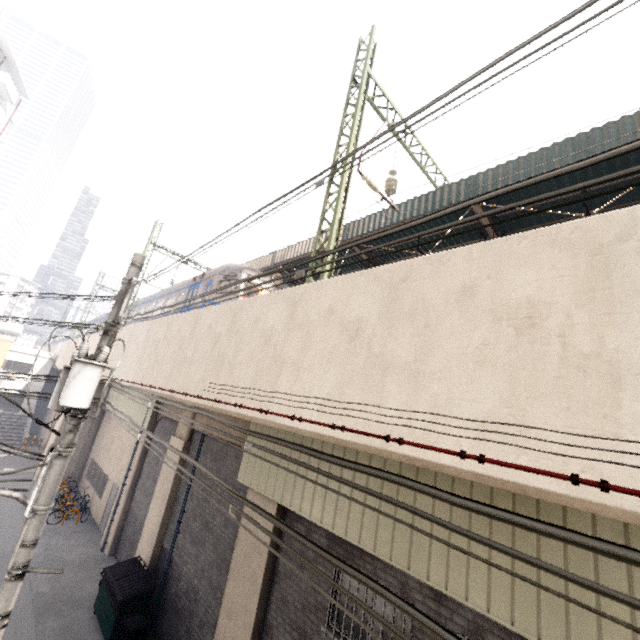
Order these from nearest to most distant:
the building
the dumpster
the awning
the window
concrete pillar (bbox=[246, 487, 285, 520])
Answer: concrete pillar (bbox=[246, 487, 285, 520]) < the dumpster < the window < the awning < the building

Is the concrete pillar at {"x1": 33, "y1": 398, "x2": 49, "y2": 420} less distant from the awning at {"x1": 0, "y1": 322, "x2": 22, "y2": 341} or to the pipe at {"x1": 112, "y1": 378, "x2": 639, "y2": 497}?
the awning at {"x1": 0, "y1": 322, "x2": 22, "y2": 341}

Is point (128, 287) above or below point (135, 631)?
above

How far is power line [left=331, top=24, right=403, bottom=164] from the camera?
8.9 meters

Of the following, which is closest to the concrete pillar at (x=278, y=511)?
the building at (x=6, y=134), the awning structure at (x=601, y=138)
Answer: the awning structure at (x=601, y=138)

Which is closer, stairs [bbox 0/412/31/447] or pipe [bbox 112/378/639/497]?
pipe [bbox 112/378/639/497]

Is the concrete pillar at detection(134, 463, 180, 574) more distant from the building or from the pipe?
the building

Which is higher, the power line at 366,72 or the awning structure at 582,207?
the power line at 366,72
